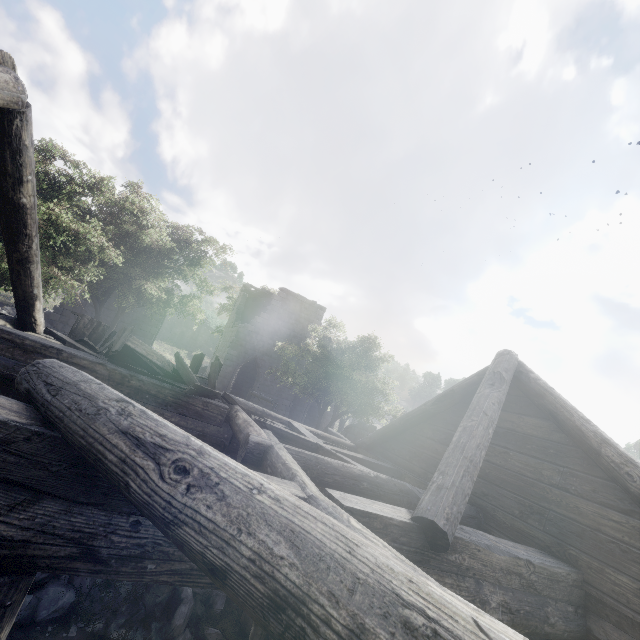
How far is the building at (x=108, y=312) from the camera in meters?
19.5

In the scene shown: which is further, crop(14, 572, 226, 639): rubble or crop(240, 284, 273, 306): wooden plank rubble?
crop(240, 284, 273, 306): wooden plank rubble

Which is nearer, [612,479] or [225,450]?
[612,479]

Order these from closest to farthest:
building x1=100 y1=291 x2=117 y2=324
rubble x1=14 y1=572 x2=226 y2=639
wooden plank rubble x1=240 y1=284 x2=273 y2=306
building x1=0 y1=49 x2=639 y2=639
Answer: building x1=0 y1=49 x2=639 y2=639
rubble x1=14 y1=572 x2=226 y2=639
building x1=100 y1=291 x2=117 y2=324
wooden plank rubble x1=240 y1=284 x2=273 y2=306

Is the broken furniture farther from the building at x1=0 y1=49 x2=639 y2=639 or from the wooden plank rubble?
the wooden plank rubble

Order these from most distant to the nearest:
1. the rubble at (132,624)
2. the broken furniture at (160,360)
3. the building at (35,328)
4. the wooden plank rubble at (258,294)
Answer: the wooden plank rubble at (258,294) → the broken furniture at (160,360) → the rubble at (132,624) → the building at (35,328)

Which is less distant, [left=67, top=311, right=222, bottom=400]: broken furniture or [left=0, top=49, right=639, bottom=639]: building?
[left=0, top=49, right=639, bottom=639]: building

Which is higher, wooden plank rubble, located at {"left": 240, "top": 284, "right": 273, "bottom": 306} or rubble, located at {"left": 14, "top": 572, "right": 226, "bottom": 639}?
wooden plank rubble, located at {"left": 240, "top": 284, "right": 273, "bottom": 306}
